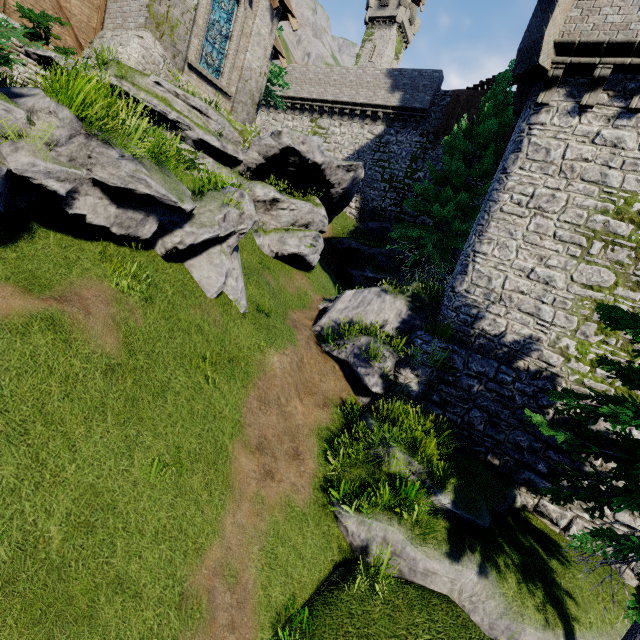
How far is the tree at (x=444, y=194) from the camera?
15.3 meters

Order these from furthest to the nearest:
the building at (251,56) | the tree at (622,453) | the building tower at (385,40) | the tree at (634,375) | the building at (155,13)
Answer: the building tower at (385,40), the building at (251,56), the building at (155,13), the tree at (634,375), the tree at (622,453)

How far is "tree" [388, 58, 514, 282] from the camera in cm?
1533

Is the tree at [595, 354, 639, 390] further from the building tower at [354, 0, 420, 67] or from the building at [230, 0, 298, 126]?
the building tower at [354, 0, 420, 67]

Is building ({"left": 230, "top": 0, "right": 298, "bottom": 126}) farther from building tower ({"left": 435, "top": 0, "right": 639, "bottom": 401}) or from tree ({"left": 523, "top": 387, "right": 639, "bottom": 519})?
building tower ({"left": 435, "top": 0, "right": 639, "bottom": 401})

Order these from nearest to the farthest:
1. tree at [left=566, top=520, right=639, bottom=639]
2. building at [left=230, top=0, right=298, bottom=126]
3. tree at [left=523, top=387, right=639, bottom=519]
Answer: tree at [left=566, top=520, right=639, bottom=639] → tree at [left=523, top=387, right=639, bottom=519] → building at [left=230, top=0, right=298, bottom=126]

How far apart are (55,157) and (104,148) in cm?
77

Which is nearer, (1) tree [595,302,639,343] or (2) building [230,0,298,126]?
(1) tree [595,302,639,343]
